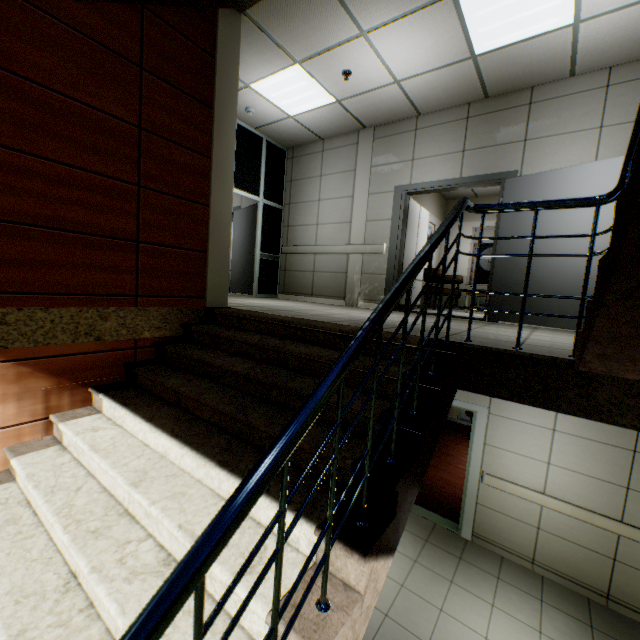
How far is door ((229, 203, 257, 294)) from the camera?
7.18m

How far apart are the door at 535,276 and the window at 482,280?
4.9m

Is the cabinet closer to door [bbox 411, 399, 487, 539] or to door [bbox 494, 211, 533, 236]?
door [bbox 494, 211, 533, 236]

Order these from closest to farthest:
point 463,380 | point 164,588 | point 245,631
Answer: point 164,588
point 245,631
point 463,380

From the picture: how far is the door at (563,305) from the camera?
4.0m

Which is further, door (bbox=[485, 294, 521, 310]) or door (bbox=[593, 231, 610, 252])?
door (bbox=[485, 294, 521, 310])

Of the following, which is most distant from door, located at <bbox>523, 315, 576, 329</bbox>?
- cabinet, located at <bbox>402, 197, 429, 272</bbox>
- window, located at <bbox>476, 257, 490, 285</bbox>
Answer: window, located at <bbox>476, 257, 490, 285</bbox>

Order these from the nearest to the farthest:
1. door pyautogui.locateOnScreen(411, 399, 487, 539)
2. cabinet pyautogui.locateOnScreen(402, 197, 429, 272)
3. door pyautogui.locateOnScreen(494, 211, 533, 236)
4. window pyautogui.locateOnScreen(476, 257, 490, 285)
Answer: door pyautogui.locateOnScreen(494, 211, 533, 236) → door pyautogui.locateOnScreen(411, 399, 487, 539) → cabinet pyautogui.locateOnScreen(402, 197, 429, 272) → window pyautogui.locateOnScreen(476, 257, 490, 285)
